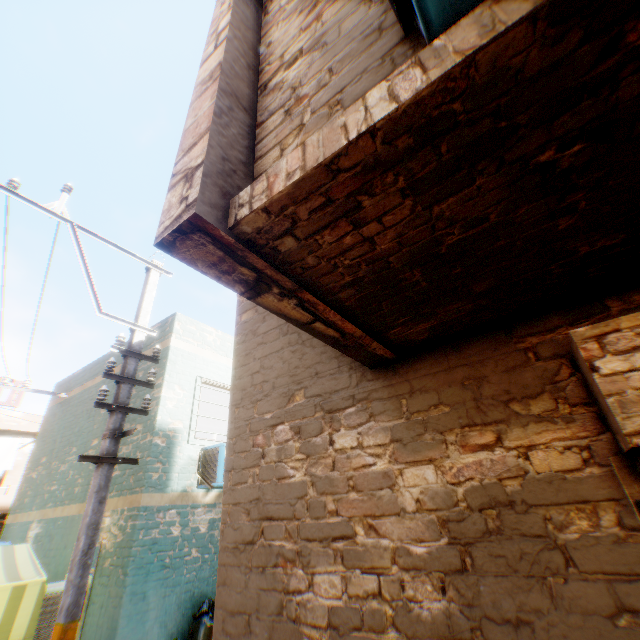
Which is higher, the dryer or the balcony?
the dryer

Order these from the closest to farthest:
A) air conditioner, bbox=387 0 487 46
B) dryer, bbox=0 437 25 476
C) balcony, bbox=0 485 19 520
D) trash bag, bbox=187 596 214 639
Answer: air conditioner, bbox=387 0 487 46 → trash bag, bbox=187 596 214 639 → balcony, bbox=0 485 19 520 → dryer, bbox=0 437 25 476

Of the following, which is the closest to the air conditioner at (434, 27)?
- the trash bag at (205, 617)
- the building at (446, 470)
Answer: the building at (446, 470)

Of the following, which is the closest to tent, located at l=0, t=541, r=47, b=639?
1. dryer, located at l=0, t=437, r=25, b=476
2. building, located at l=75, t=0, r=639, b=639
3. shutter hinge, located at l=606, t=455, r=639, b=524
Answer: building, located at l=75, t=0, r=639, b=639

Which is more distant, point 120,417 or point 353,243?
point 120,417

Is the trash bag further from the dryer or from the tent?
the dryer

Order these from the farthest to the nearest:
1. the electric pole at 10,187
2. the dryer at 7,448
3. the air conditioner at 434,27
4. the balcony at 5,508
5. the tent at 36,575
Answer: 1. the dryer at 7,448
2. the balcony at 5,508
3. the tent at 36,575
4. the electric pole at 10,187
5. the air conditioner at 434,27

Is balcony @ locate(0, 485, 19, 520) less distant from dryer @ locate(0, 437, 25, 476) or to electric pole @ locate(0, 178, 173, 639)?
dryer @ locate(0, 437, 25, 476)
